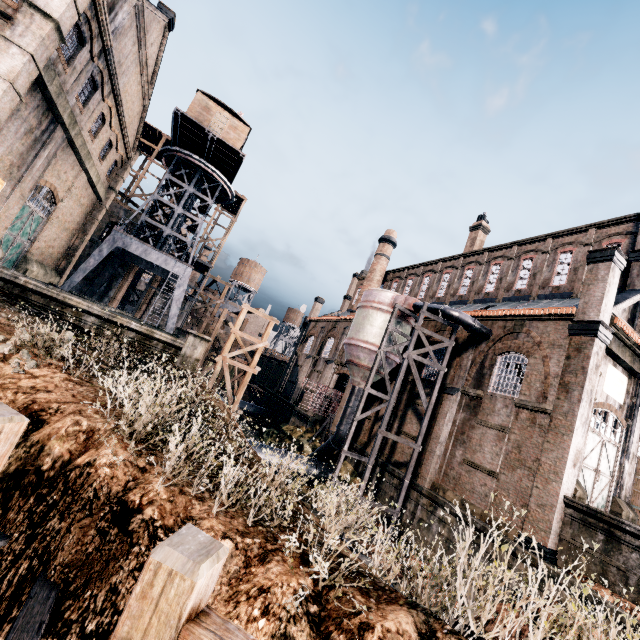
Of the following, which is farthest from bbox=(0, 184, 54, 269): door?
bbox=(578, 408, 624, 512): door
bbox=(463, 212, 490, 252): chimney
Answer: bbox=(463, 212, 490, 252): chimney

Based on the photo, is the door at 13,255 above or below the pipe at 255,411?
above

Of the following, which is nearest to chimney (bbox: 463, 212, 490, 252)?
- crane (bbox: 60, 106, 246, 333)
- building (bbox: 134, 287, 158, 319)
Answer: crane (bbox: 60, 106, 246, 333)

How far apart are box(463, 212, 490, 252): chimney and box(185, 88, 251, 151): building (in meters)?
25.60

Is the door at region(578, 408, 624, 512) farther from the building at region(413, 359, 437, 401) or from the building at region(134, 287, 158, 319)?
the building at region(134, 287, 158, 319)

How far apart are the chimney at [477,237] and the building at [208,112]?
25.60m

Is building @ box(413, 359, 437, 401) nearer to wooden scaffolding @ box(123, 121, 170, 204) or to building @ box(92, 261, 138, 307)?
wooden scaffolding @ box(123, 121, 170, 204)

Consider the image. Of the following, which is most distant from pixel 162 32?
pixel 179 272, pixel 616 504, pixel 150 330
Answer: pixel 616 504
